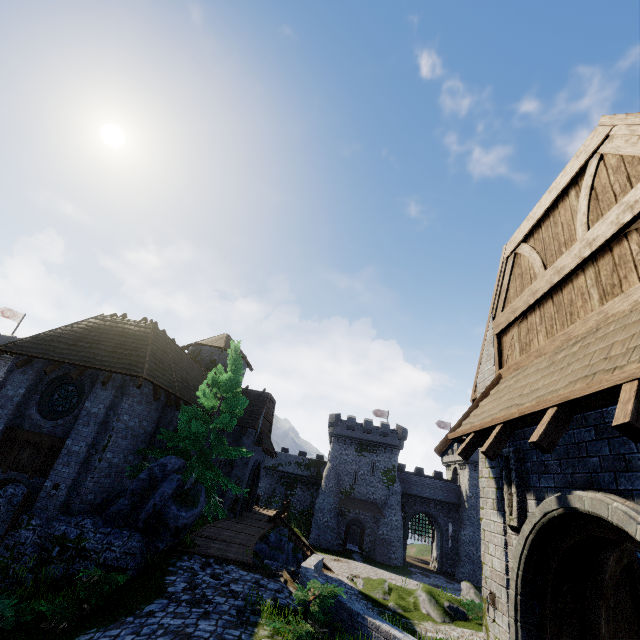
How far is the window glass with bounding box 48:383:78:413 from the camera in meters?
13.8

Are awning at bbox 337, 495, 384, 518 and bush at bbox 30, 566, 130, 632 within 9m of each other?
no

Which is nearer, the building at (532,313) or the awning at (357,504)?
the building at (532,313)

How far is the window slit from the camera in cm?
518

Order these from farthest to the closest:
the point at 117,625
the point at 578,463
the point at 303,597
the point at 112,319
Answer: the point at 112,319, the point at 303,597, the point at 117,625, the point at 578,463

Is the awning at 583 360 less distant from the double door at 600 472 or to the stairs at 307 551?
the double door at 600 472

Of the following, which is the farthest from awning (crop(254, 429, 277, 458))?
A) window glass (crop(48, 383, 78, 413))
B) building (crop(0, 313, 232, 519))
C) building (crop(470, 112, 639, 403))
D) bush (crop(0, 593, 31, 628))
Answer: building (crop(470, 112, 639, 403))

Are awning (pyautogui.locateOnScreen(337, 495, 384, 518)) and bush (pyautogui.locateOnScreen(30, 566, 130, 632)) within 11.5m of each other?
no
